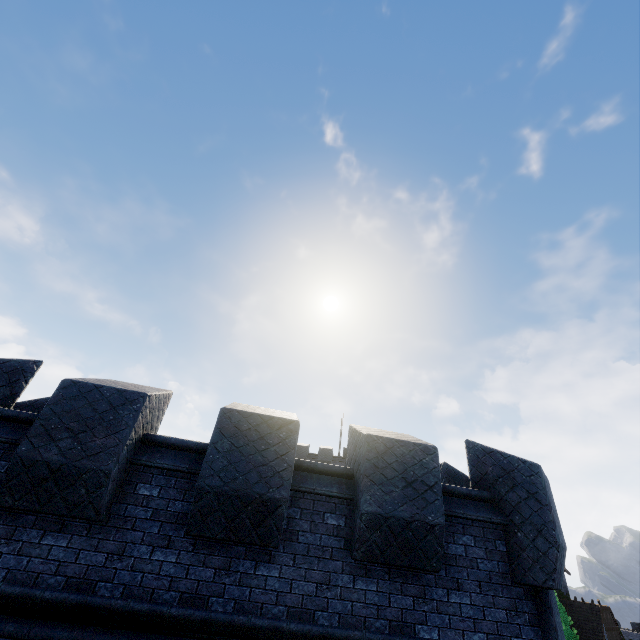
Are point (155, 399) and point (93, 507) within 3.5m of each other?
yes
